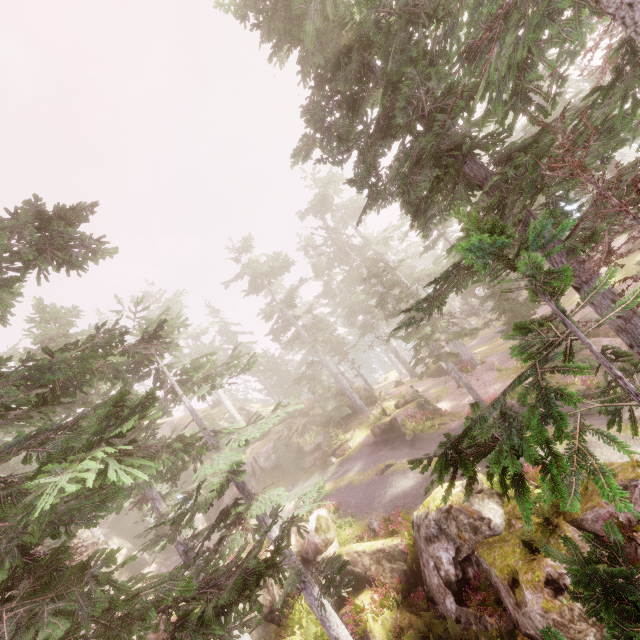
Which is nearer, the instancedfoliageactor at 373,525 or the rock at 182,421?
the instancedfoliageactor at 373,525

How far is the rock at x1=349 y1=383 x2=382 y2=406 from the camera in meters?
31.2

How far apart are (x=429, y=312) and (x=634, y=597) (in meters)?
8.78

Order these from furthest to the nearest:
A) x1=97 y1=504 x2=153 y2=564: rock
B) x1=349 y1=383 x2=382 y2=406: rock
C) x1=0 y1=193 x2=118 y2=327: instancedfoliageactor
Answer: x1=97 y1=504 x2=153 y2=564: rock < x1=349 y1=383 x2=382 y2=406: rock < x1=0 y1=193 x2=118 y2=327: instancedfoliageactor

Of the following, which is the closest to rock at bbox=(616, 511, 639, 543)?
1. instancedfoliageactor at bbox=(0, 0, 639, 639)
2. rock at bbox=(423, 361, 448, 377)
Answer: instancedfoliageactor at bbox=(0, 0, 639, 639)

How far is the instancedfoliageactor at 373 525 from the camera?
13.85m

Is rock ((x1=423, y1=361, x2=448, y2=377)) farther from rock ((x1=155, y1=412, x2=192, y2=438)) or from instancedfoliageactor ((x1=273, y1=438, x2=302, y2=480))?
rock ((x1=155, y1=412, x2=192, y2=438))
